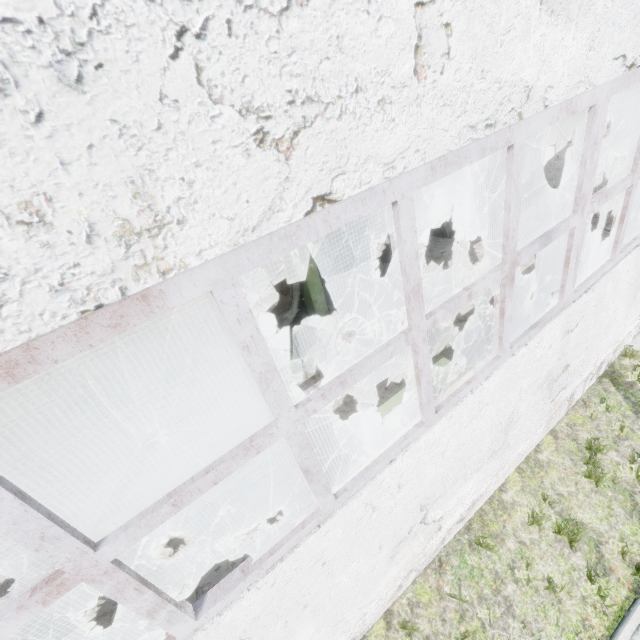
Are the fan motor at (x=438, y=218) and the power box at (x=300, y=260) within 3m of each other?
no

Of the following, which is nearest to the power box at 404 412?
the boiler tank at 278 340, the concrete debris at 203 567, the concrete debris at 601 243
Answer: the concrete debris at 203 567

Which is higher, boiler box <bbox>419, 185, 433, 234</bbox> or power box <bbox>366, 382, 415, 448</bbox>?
power box <bbox>366, 382, 415, 448</bbox>

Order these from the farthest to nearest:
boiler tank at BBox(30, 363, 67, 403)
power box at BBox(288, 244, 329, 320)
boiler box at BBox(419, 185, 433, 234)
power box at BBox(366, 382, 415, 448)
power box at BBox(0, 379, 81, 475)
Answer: boiler box at BBox(419, 185, 433, 234) < boiler tank at BBox(30, 363, 67, 403) < power box at BBox(288, 244, 329, 320) < power box at BBox(0, 379, 81, 475) < power box at BBox(366, 382, 415, 448)

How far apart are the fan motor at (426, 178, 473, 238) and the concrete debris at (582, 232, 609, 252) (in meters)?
3.98

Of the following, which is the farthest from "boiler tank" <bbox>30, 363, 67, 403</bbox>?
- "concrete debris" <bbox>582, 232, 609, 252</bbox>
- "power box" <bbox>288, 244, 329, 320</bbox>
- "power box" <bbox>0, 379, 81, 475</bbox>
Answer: "concrete debris" <bbox>582, 232, 609, 252</bbox>

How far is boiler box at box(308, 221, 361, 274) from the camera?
11.9 meters

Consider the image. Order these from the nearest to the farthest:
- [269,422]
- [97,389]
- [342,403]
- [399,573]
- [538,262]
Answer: [269,422]
[399,573]
[342,403]
[538,262]
[97,389]
